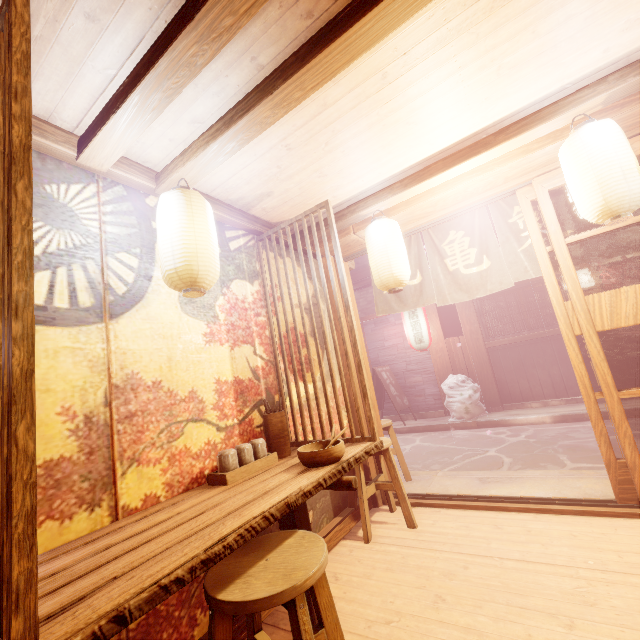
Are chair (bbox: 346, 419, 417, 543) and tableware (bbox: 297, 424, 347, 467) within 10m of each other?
yes

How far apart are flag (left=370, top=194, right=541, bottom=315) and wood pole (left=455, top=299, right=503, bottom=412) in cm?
837

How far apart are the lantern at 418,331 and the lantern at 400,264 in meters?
8.5 m

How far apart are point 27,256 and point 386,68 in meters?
3.5

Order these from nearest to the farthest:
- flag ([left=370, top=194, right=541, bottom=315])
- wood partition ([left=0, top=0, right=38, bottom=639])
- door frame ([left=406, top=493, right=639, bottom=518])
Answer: wood partition ([left=0, top=0, right=38, bottom=639]), door frame ([left=406, top=493, right=639, bottom=518]), flag ([left=370, top=194, right=541, bottom=315])

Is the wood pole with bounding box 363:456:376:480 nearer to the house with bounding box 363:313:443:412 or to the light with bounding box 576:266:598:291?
the house with bounding box 363:313:443:412

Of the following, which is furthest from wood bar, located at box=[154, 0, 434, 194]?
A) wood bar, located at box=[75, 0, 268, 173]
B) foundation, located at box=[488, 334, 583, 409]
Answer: foundation, located at box=[488, 334, 583, 409]

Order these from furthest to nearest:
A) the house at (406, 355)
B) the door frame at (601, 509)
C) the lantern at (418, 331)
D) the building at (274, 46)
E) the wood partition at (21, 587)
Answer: the house at (406, 355) < the lantern at (418, 331) < the door frame at (601, 509) < the building at (274, 46) < the wood partition at (21, 587)
